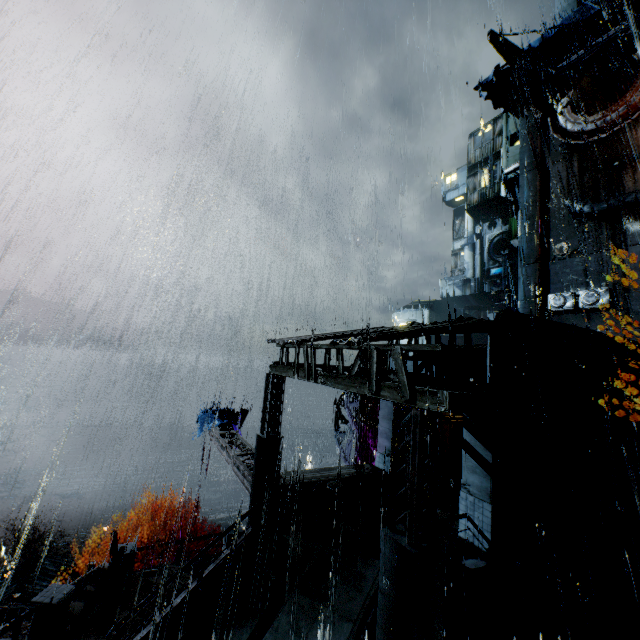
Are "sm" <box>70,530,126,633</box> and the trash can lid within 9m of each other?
yes

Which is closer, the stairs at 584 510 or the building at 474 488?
the building at 474 488

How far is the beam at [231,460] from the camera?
14.4 meters

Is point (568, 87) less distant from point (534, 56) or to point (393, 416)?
point (534, 56)

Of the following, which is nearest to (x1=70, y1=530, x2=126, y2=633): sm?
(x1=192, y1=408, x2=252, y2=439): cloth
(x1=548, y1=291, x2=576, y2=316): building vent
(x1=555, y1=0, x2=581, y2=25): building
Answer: (x1=555, y1=0, x2=581, y2=25): building

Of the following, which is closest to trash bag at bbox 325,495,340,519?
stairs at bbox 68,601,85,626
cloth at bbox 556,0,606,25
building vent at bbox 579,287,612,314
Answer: stairs at bbox 68,601,85,626

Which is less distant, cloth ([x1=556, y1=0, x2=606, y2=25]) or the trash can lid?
the trash can lid

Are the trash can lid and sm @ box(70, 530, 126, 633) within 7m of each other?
no
